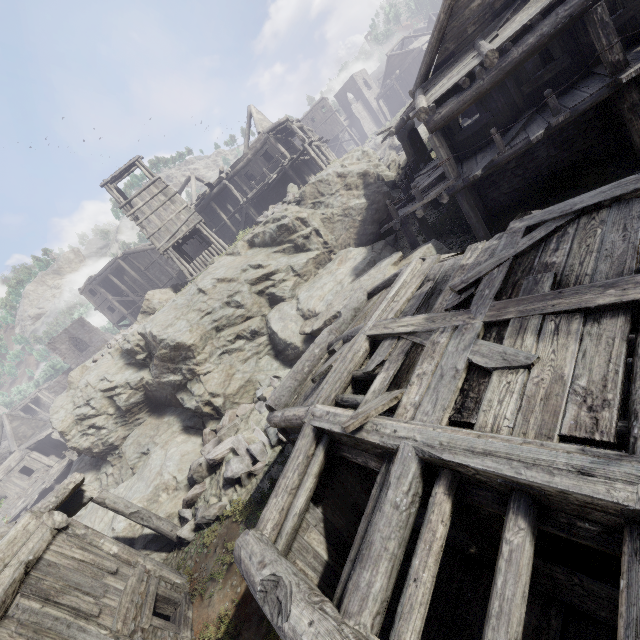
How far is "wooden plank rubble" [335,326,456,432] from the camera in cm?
445

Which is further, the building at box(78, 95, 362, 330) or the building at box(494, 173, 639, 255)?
the building at box(78, 95, 362, 330)

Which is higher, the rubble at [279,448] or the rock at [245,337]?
the rock at [245,337]

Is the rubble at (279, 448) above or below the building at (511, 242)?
below

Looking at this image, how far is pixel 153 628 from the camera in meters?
7.5 m

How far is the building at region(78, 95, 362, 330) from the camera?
22.0m

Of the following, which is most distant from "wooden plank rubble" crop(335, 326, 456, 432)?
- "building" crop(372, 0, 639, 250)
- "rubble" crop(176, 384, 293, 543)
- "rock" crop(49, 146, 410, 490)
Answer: "rock" crop(49, 146, 410, 490)
